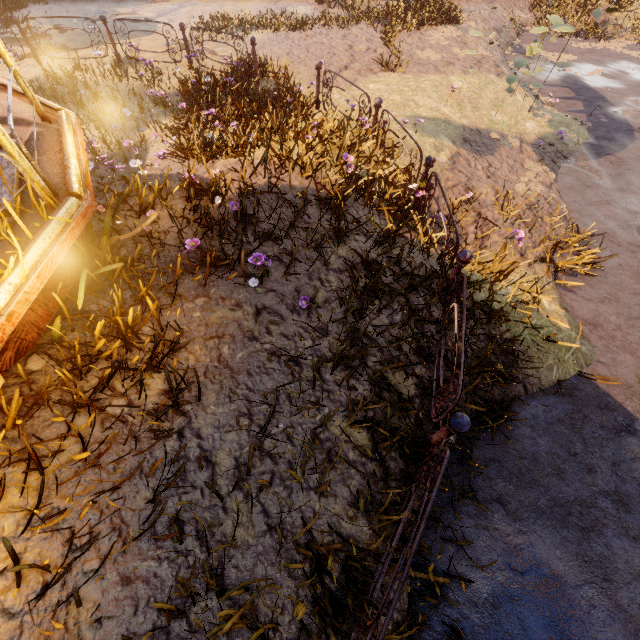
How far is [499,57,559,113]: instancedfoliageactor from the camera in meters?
6.8

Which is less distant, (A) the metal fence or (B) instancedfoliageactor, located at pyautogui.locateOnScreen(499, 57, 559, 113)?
(A) the metal fence

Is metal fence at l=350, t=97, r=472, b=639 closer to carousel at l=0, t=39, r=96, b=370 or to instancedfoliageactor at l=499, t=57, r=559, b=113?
carousel at l=0, t=39, r=96, b=370

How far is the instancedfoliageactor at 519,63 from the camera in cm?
685

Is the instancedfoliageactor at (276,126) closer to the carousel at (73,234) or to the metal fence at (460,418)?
the carousel at (73,234)

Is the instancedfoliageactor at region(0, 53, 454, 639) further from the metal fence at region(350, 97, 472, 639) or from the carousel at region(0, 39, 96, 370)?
the metal fence at region(350, 97, 472, 639)

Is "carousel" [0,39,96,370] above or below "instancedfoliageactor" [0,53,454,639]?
above

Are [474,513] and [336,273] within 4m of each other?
yes
